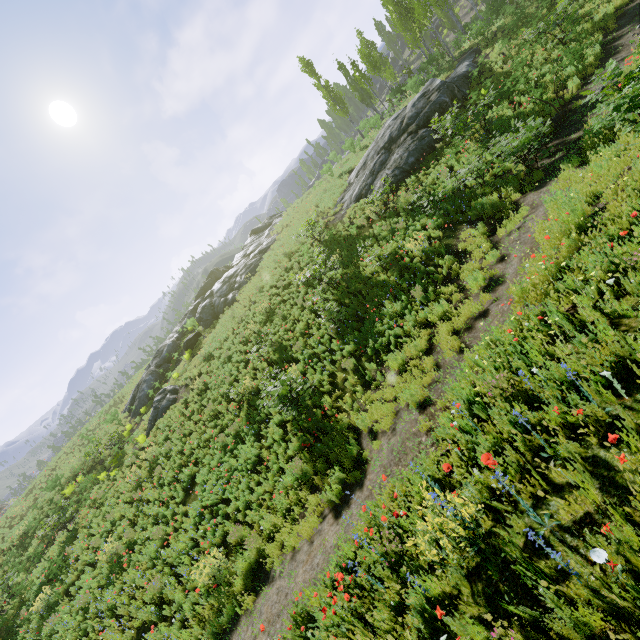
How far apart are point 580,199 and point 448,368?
4.2m

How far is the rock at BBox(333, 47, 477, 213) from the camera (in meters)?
16.84

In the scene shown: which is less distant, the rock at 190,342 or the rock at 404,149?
the rock at 404,149

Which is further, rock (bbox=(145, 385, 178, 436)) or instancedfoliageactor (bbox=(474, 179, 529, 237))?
rock (bbox=(145, 385, 178, 436))

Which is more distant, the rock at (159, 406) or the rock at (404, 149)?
the rock at (159, 406)

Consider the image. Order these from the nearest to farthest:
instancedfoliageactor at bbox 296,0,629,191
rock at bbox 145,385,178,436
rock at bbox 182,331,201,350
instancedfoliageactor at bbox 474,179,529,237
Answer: instancedfoliageactor at bbox 474,179,529,237
instancedfoliageactor at bbox 296,0,629,191
rock at bbox 145,385,178,436
rock at bbox 182,331,201,350

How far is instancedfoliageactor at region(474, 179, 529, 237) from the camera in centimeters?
865cm

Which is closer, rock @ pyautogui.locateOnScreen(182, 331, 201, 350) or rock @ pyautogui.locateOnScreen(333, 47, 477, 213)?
rock @ pyautogui.locateOnScreen(333, 47, 477, 213)
